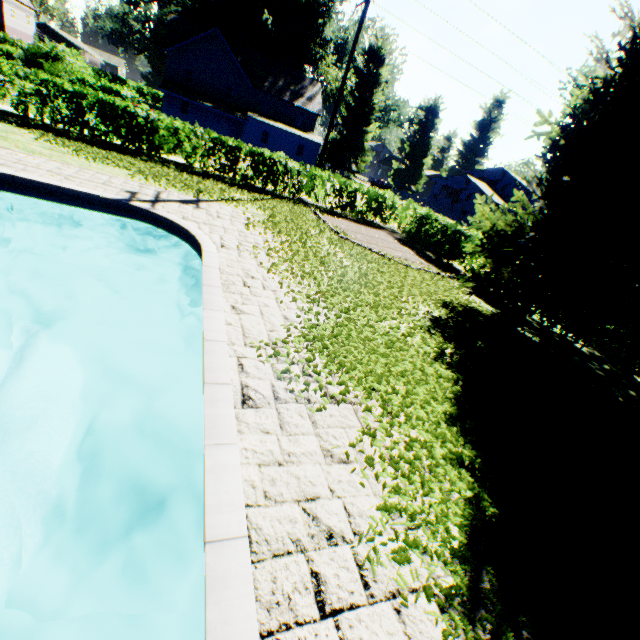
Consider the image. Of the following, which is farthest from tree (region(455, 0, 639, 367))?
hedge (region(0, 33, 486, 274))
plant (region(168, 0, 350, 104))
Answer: plant (region(168, 0, 350, 104))

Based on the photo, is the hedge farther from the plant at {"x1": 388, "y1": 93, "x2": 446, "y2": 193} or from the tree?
A: the plant at {"x1": 388, "y1": 93, "x2": 446, "y2": 193}

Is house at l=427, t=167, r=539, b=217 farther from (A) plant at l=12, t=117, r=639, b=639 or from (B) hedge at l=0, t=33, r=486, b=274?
(B) hedge at l=0, t=33, r=486, b=274

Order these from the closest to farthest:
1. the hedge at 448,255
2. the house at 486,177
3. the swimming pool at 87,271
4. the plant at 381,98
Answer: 1. the swimming pool at 87,271
2. the hedge at 448,255
3. the plant at 381,98
4. the house at 486,177

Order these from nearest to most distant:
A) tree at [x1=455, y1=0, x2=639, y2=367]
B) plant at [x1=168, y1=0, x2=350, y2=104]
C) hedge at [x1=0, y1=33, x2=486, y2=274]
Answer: tree at [x1=455, y1=0, x2=639, y2=367] → hedge at [x1=0, y1=33, x2=486, y2=274] → plant at [x1=168, y1=0, x2=350, y2=104]

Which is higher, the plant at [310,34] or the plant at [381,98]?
the plant at [310,34]

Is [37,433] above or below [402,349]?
below
